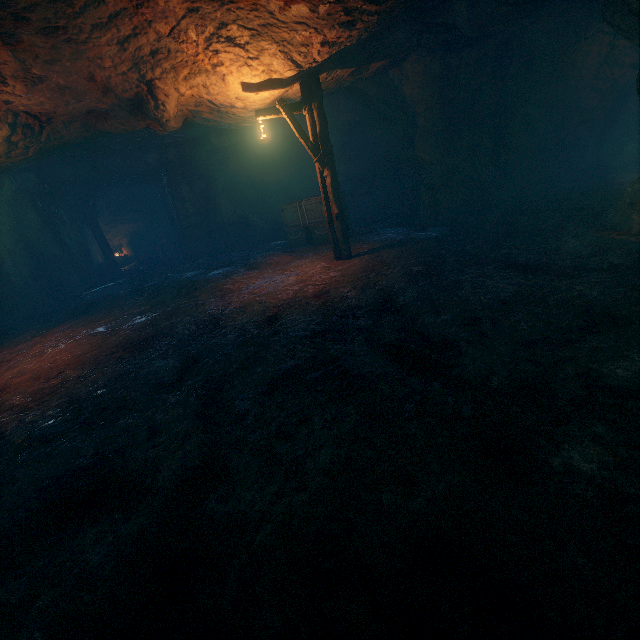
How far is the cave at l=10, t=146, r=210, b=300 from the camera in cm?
1339

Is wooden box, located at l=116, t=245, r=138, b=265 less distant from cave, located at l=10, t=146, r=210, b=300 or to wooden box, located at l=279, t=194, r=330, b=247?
cave, located at l=10, t=146, r=210, b=300

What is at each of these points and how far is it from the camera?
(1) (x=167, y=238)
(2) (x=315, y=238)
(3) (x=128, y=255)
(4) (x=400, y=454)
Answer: (1) wooden box, 22.6m
(2) wooden box, 12.7m
(3) wooden box, 22.8m
(4) burlap sack, 2.8m

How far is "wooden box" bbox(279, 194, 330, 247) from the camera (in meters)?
12.20

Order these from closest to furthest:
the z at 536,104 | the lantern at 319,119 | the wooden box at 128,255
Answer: the z at 536,104
the lantern at 319,119
the wooden box at 128,255

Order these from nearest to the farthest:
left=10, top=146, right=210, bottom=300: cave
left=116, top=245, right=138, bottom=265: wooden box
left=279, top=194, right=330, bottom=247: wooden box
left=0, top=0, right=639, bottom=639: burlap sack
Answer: left=0, top=0, right=639, bottom=639: burlap sack → left=279, top=194, right=330, bottom=247: wooden box → left=10, top=146, right=210, bottom=300: cave → left=116, top=245, right=138, bottom=265: wooden box

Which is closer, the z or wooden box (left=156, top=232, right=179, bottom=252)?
the z

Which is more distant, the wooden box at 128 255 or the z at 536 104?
the wooden box at 128 255
